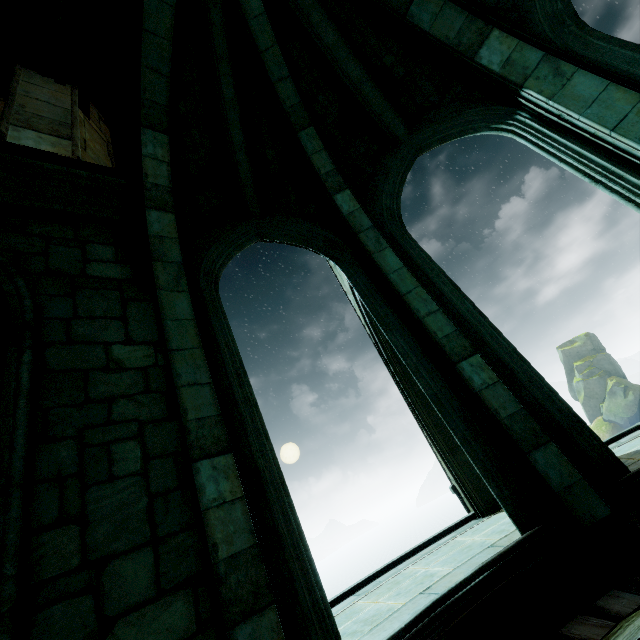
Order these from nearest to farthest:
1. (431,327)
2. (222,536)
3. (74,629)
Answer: (74,629), (222,536), (431,327)

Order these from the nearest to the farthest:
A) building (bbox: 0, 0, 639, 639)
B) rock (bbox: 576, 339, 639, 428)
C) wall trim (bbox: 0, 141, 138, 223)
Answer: building (bbox: 0, 0, 639, 639) → wall trim (bbox: 0, 141, 138, 223) → rock (bbox: 576, 339, 639, 428)

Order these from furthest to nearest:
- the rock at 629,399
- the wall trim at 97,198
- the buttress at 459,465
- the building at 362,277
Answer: the rock at 629,399 → the buttress at 459,465 → the wall trim at 97,198 → the building at 362,277

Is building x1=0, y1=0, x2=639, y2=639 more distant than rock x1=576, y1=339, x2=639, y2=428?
No

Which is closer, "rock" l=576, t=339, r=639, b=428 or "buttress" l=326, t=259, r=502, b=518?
"buttress" l=326, t=259, r=502, b=518

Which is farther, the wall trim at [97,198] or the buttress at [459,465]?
the buttress at [459,465]

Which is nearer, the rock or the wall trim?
the wall trim

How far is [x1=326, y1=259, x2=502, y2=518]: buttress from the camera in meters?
6.1
